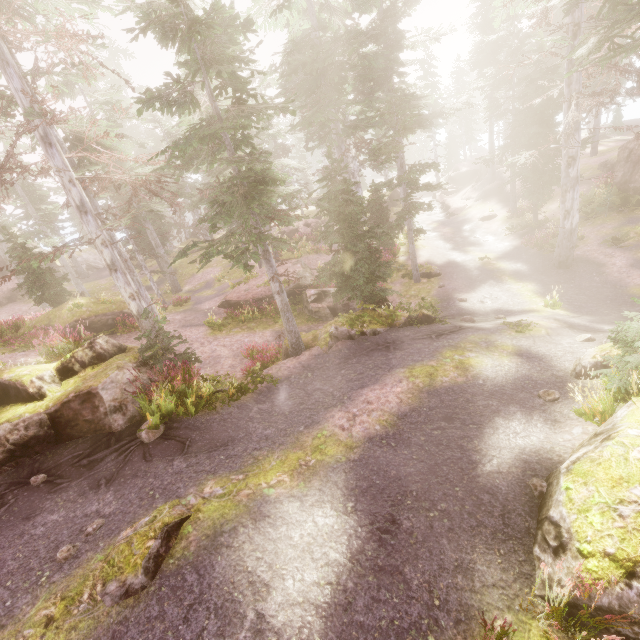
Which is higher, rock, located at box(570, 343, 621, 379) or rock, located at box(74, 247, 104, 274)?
rock, located at box(74, 247, 104, 274)

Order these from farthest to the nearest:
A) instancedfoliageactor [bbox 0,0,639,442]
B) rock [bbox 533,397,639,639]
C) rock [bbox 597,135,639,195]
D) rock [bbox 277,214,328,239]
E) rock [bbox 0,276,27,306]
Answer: rock [bbox 277,214,328,239] < rock [bbox 0,276,27,306] < rock [bbox 597,135,639,195] < instancedfoliageactor [bbox 0,0,639,442] < rock [bbox 533,397,639,639]

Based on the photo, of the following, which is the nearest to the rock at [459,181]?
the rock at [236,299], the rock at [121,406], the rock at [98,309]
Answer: the rock at [236,299]

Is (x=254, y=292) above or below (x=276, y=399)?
below

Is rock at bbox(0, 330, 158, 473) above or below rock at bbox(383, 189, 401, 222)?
above

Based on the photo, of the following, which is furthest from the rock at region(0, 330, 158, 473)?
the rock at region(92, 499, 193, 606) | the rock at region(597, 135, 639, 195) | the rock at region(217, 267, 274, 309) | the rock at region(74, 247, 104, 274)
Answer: the rock at region(74, 247, 104, 274)

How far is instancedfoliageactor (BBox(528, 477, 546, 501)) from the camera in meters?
5.4

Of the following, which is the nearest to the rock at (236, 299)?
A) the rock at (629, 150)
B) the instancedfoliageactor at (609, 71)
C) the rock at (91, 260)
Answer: the instancedfoliageactor at (609, 71)
